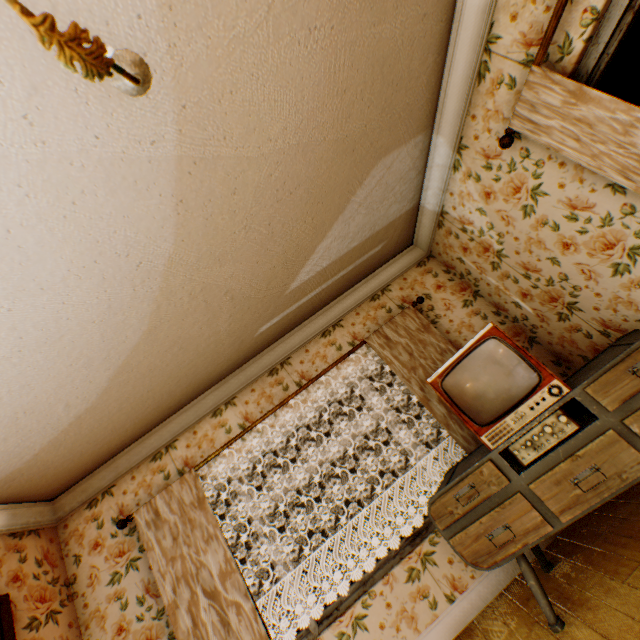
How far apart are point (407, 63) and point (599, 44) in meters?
1.1 m

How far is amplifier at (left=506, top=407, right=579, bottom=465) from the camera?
2.1 meters

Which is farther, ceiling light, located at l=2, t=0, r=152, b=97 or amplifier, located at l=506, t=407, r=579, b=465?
amplifier, located at l=506, t=407, r=579, b=465

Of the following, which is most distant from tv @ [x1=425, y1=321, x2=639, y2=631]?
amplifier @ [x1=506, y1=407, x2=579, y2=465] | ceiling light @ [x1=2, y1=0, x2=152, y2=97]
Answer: ceiling light @ [x1=2, y1=0, x2=152, y2=97]

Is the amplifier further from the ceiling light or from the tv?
the ceiling light

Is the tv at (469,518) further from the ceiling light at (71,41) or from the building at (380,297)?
the ceiling light at (71,41)

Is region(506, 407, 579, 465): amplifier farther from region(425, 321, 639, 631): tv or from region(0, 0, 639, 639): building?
region(0, 0, 639, 639): building

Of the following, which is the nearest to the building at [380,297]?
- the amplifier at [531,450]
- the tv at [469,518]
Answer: the tv at [469,518]
